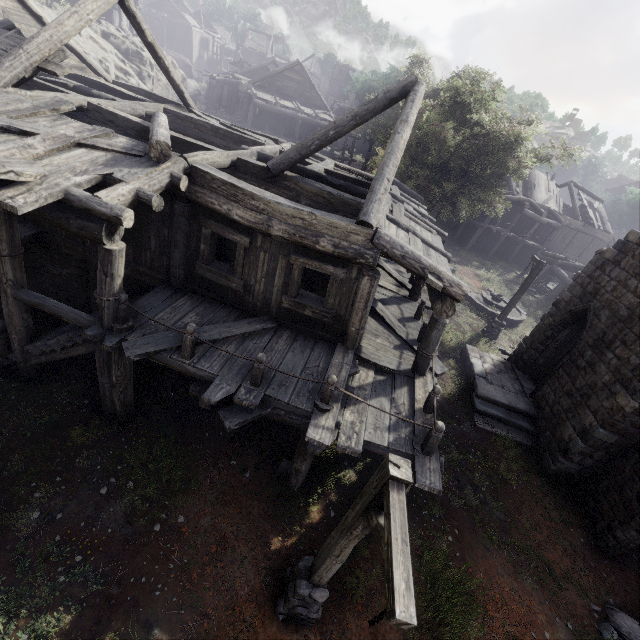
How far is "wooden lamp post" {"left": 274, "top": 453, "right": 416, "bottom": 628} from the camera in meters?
2.9

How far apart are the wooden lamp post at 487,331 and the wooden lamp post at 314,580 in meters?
14.3 m

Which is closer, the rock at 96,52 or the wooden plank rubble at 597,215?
the rock at 96,52

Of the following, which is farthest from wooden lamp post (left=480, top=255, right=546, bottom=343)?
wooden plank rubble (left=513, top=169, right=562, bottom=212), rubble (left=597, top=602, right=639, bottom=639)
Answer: wooden plank rubble (left=513, top=169, right=562, bottom=212)

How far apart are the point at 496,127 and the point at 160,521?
27.21m

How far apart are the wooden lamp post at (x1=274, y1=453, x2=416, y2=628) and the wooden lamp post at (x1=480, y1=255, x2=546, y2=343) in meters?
14.3

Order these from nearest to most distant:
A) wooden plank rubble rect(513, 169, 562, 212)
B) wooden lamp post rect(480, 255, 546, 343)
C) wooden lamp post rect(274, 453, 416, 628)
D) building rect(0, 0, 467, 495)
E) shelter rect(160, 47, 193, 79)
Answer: wooden lamp post rect(274, 453, 416, 628) < building rect(0, 0, 467, 495) < wooden lamp post rect(480, 255, 546, 343) < wooden plank rubble rect(513, 169, 562, 212) < shelter rect(160, 47, 193, 79)

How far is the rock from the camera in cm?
2148
